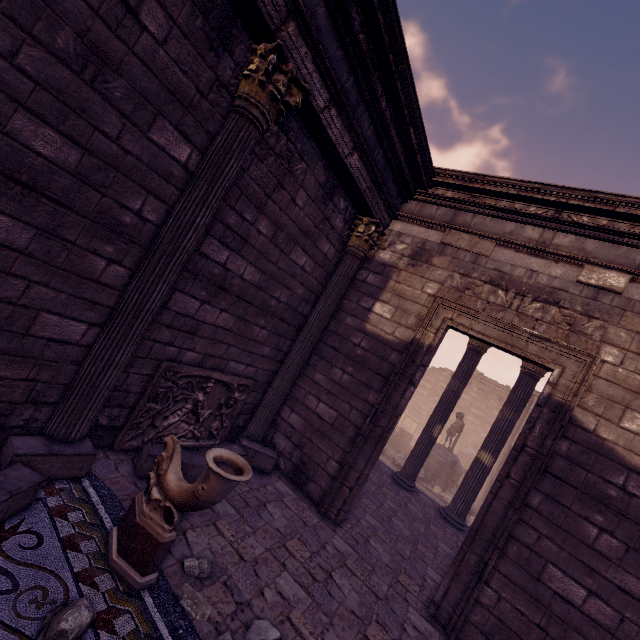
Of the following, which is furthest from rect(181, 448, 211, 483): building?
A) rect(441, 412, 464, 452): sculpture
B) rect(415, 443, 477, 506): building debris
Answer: rect(441, 412, 464, 452): sculpture

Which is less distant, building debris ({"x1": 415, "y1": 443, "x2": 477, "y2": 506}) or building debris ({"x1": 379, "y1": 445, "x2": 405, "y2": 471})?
building debris ({"x1": 415, "y1": 443, "x2": 477, "y2": 506})

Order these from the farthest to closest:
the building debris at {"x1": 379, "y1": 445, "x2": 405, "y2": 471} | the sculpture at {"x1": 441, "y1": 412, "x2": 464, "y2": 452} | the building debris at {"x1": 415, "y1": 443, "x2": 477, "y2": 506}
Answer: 1. the sculpture at {"x1": 441, "y1": 412, "x2": 464, "y2": 452}
2. the building debris at {"x1": 379, "y1": 445, "x2": 405, "y2": 471}
3. the building debris at {"x1": 415, "y1": 443, "x2": 477, "y2": 506}

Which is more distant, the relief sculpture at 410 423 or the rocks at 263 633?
the relief sculpture at 410 423

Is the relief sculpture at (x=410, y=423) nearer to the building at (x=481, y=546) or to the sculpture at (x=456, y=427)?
the sculpture at (x=456, y=427)

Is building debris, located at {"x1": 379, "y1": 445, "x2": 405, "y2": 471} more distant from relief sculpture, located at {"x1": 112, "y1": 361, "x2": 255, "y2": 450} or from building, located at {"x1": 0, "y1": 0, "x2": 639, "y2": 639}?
relief sculpture, located at {"x1": 112, "y1": 361, "x2": 255, "y2": 450}

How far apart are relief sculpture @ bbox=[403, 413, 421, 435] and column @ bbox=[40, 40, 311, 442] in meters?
29.2 m

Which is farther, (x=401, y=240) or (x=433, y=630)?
(x=401, y=240)
